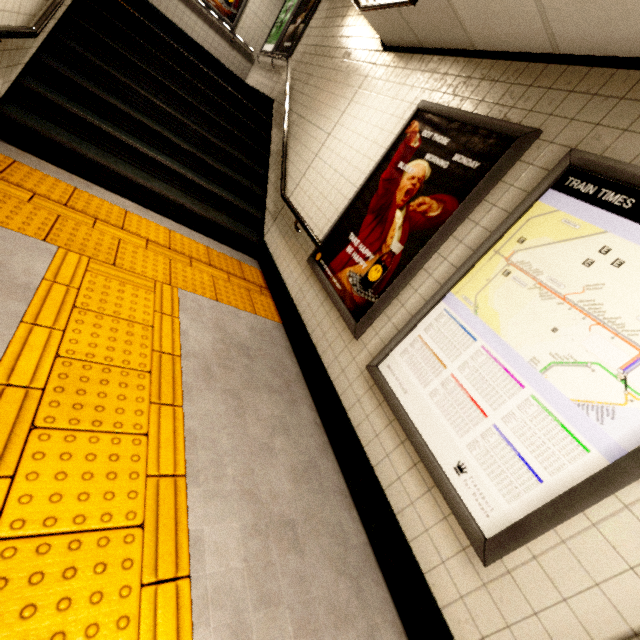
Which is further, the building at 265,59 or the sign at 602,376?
the building at 265,59

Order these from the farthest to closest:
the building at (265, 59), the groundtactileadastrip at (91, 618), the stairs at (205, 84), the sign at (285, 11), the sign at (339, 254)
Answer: the building at (265, 59), the sign at (285, 11), the stairs at (205, 84), the sign at (339, 254), the groundtactileadastrip at (91, 618)

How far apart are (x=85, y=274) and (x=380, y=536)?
2.8m

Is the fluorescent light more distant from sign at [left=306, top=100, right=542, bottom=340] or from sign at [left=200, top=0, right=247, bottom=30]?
sign at [left=200, top=0, right=247, bottom=30]

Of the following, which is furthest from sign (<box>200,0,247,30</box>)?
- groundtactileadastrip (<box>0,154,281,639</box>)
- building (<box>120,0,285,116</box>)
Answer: groundtactileadastrip (<box>0,154,281,639</box>)

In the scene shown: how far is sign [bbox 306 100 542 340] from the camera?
2.1 meters

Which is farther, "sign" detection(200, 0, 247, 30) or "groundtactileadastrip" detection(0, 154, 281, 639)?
"sign" detection(200, 0, 247, 30)

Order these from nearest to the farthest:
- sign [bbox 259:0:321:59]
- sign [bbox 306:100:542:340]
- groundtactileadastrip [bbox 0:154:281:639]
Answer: groundtactileadastrip [bbox 0:154:281:639]
sign [bbox 306:100:542:340]
sign [bbox 259:0:321:59]
